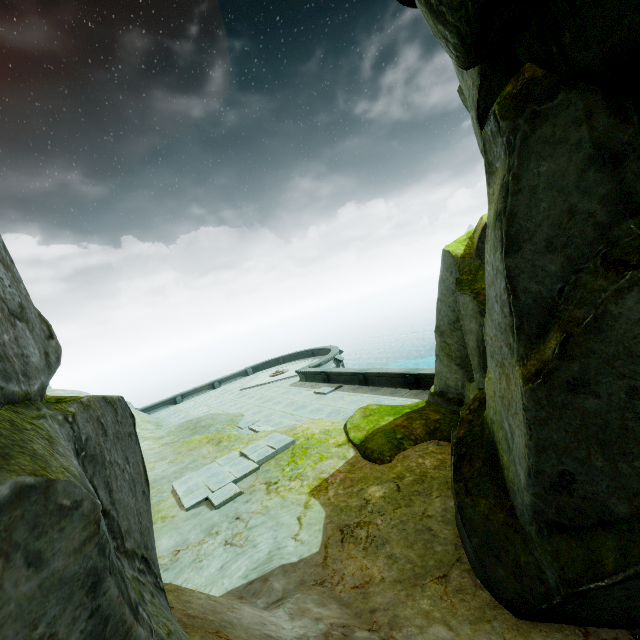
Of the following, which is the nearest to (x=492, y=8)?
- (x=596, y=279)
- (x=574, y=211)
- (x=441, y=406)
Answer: (x=574, y=211)

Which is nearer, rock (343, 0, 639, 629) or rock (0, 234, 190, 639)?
rock (0, 234, 190, 639)

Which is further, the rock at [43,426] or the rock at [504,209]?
the rock at [504,209]
